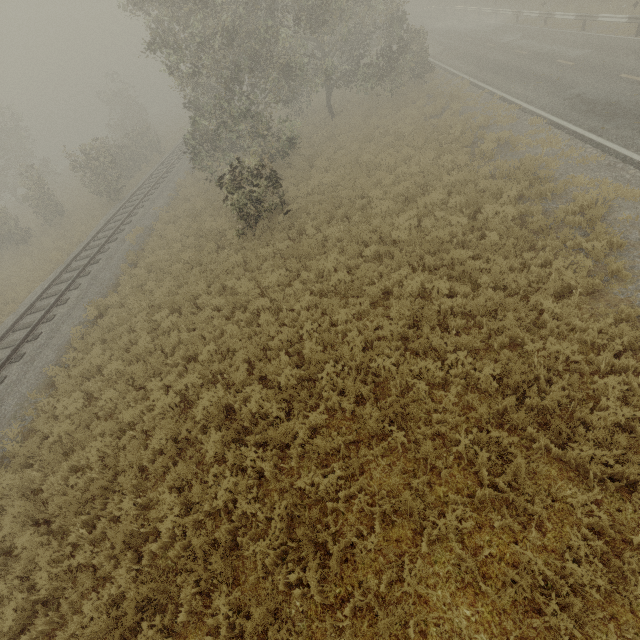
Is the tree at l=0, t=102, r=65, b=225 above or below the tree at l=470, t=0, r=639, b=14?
above

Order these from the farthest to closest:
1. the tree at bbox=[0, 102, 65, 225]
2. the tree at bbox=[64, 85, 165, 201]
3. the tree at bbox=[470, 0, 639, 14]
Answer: the tree at bbox=[0, 102, 65, 225], the tree at bbox=[64, 85, 165, 201], the tree at bbox=[470, 0, 639, 14]

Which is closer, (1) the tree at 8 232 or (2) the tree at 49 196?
(1) the tree at 8 232

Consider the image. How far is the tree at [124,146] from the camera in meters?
22.4

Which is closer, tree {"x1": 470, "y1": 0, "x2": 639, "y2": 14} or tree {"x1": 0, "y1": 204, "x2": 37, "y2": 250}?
tree {"x1": 470, "y1": 0, "x2": 639, "y2": 14}

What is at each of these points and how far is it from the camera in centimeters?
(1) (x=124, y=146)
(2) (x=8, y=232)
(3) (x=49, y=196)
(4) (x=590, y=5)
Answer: (1) tree, 2853cm
(2) tree, 2283cm
(3) tree, 2344cm
(4) tree, 2355cm
